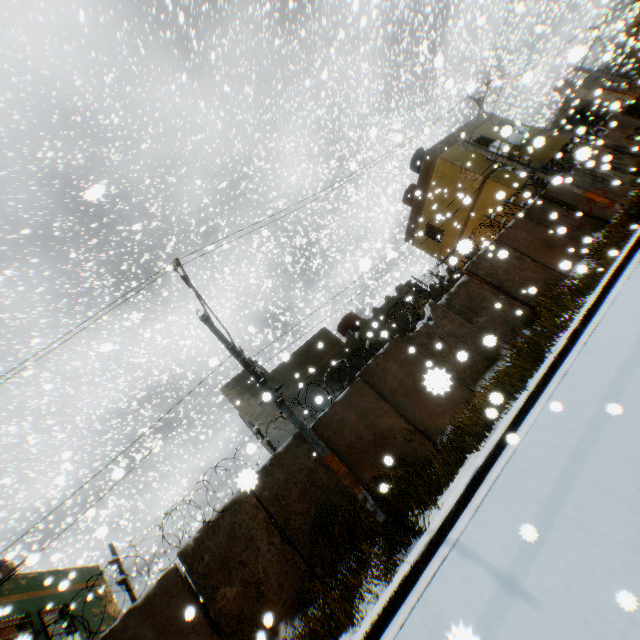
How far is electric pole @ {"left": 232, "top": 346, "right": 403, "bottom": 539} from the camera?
6.1 meters

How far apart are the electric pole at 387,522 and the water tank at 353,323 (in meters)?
11.45

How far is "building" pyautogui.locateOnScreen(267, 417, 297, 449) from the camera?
13.36m

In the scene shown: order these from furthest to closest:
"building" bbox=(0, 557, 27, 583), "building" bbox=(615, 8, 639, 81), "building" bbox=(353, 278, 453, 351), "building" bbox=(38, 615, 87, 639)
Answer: "building" bbox=(615, 8, 639, 81) < "building" bbox=(353, 278, 453, 351) < "building" bbox=(38, 615, 87, 639) < "building" bbox=(0, 557, 27, 583)

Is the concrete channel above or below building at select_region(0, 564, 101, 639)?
below

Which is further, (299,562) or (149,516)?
(149,516)

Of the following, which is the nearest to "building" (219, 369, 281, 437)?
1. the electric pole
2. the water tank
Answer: the electric pole

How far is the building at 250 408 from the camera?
13.9m
